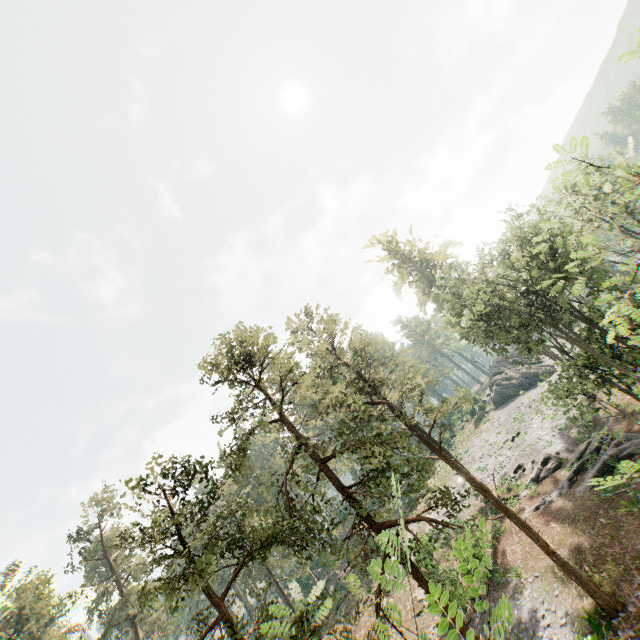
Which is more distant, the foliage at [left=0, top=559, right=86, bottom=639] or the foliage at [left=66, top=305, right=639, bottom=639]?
the foliage at [left=0, top=559, right=86, bottom=639]

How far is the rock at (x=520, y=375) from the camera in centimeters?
5041cm

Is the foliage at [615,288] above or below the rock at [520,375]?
above

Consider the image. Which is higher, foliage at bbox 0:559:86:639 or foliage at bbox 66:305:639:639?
foliage at bbox 0:559:86:639

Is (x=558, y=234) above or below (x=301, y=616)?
above

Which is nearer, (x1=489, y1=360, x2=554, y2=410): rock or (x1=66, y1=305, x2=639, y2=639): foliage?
(x1=66, y1=305, x2=639, y2=639): foliage

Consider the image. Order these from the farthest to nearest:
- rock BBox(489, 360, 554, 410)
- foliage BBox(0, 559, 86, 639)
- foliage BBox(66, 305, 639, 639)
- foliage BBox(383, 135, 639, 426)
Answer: rock BBox(489, 360, 554, 410) < foliage BBox(0, 559, 86, 639) < foliage BBox(66, 305, 639, 639) < foliage BBox(383, 135, 639, 426)
